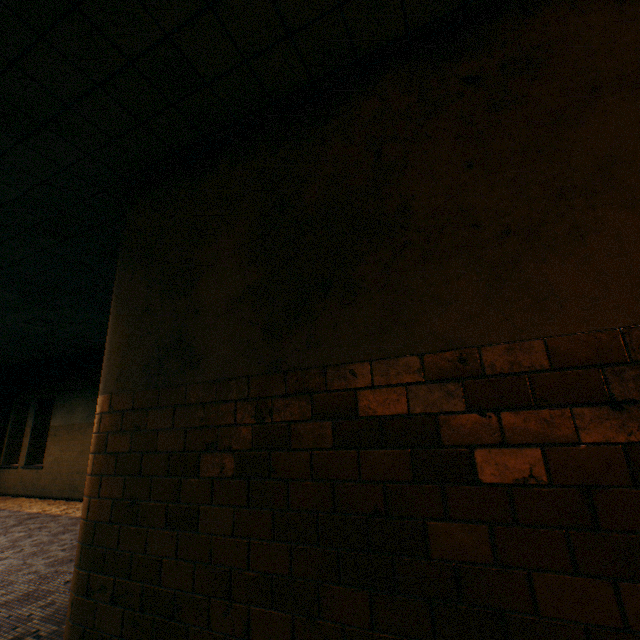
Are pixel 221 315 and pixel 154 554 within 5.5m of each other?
yes
